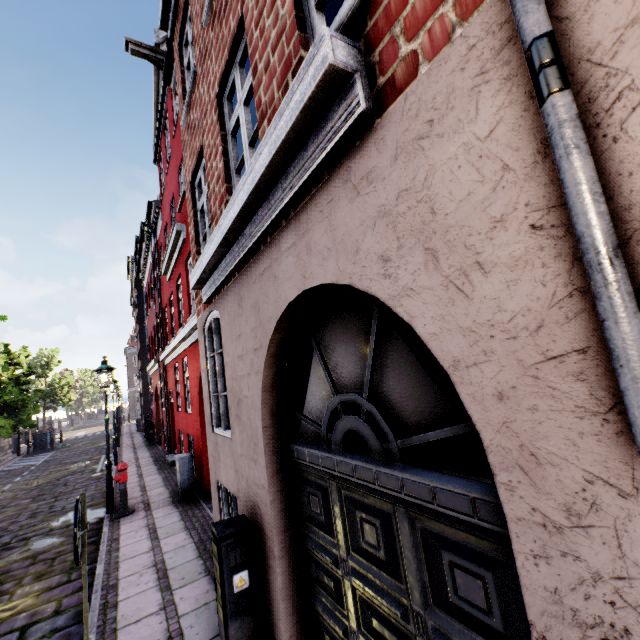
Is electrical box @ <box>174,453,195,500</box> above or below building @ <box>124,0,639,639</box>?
below

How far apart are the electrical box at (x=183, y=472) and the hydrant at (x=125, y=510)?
1.04m

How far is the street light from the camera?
8.2m

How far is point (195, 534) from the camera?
6.3 meters

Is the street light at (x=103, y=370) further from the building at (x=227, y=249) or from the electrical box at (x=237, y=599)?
the electrical box at (x=237, y=599)

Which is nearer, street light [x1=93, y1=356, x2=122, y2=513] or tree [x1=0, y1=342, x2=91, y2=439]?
street light [x1=93, y1=356, x2=122, y2=513]

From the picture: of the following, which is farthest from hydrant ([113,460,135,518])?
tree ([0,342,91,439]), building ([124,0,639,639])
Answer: tree ([0,342,91,439])

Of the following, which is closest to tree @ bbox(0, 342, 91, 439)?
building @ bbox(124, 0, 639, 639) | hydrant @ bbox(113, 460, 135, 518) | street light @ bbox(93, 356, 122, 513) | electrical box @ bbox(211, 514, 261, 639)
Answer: street light @ bbox(93, 356, 122, 513)
